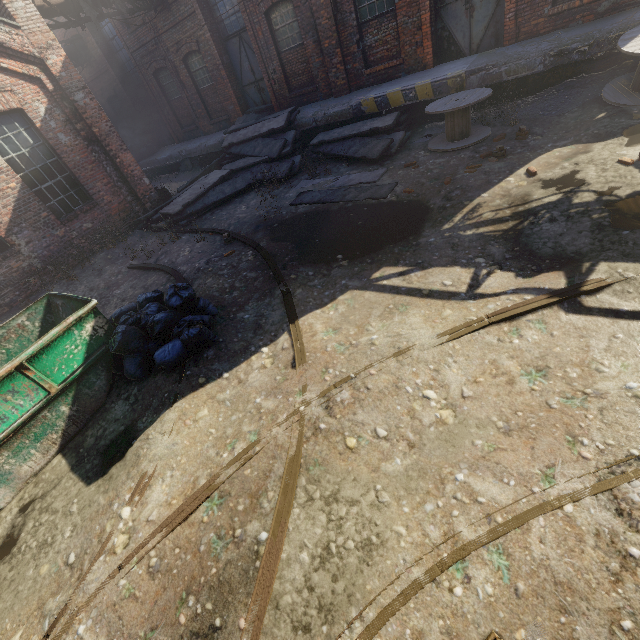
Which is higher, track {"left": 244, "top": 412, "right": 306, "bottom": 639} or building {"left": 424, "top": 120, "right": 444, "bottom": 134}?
building {"left": 424, "top": 120, "right": 444, "bottom": 134}

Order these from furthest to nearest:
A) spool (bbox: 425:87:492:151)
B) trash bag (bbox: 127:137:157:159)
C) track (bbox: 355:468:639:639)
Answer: trash bag (bbox: 127:137:157:159) < spool (bbox: 425:87:492:151) < track (bbox: 355:468:639:639)

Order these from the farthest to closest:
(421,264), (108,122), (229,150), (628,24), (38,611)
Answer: (229,150) → (108,122) → (628,24) → (421,264) → (38,611)

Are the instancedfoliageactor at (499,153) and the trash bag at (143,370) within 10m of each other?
yes

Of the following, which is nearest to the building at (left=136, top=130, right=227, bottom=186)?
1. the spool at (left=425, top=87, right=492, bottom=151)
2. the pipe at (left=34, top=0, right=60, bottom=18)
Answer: the spool at (left=425, top=87, right=492, bottom=151)

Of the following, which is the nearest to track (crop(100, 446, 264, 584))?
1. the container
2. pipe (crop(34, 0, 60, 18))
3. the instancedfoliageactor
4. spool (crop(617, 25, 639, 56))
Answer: the container

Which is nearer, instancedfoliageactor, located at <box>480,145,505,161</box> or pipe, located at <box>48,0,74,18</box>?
instancedfoliageactor, located at <box>480,145,505,161</box>

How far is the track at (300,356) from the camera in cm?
434
